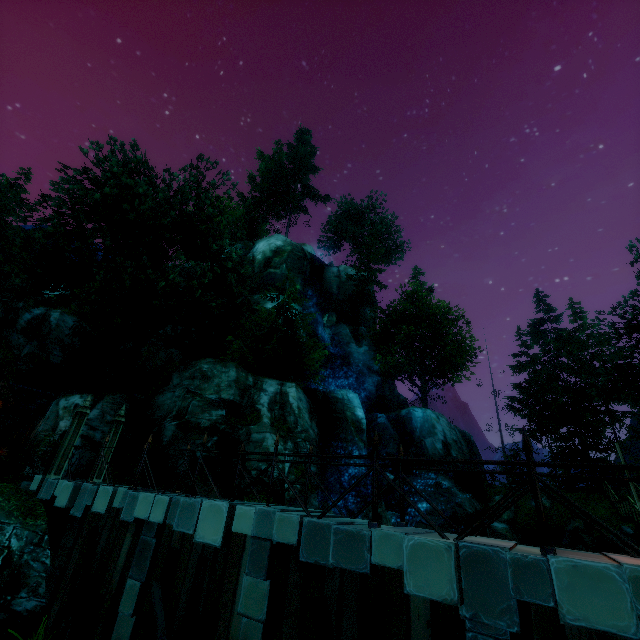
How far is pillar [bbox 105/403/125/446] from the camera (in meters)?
12.02

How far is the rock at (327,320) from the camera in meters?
34.8

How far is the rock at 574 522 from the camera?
17.6m

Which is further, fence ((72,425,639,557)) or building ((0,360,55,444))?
building ((0,360,55,444))

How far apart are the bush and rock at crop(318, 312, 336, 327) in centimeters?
1976cm

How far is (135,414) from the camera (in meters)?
16.86

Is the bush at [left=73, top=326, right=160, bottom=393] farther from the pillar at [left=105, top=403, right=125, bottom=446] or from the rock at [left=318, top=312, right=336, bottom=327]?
the rock at [left=318, top=312, right=336, bottom=327]

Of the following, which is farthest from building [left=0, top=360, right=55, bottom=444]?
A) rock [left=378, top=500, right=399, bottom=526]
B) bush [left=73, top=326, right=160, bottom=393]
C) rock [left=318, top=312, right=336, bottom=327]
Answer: rock [left=318, top=312, right=336, bottom=327]
